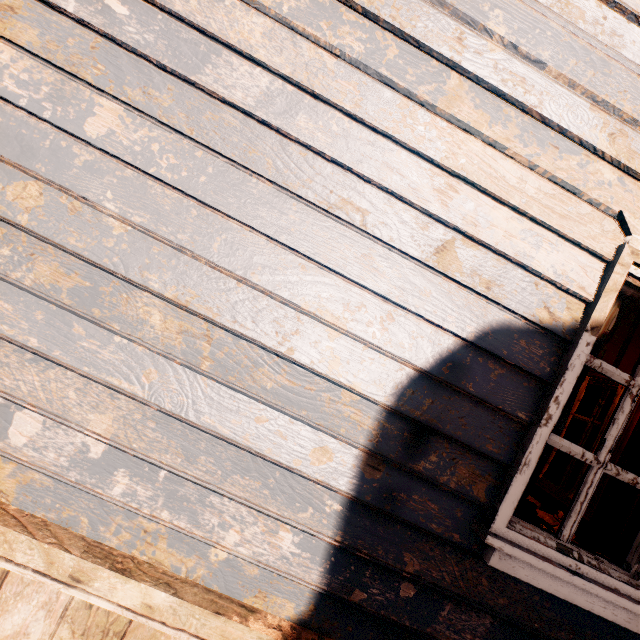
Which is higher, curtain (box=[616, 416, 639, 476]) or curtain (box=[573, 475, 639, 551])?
curtain (box=[616, 416, 639, 476])

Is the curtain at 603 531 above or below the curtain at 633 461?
below

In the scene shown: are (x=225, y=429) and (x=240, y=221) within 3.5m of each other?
yes
